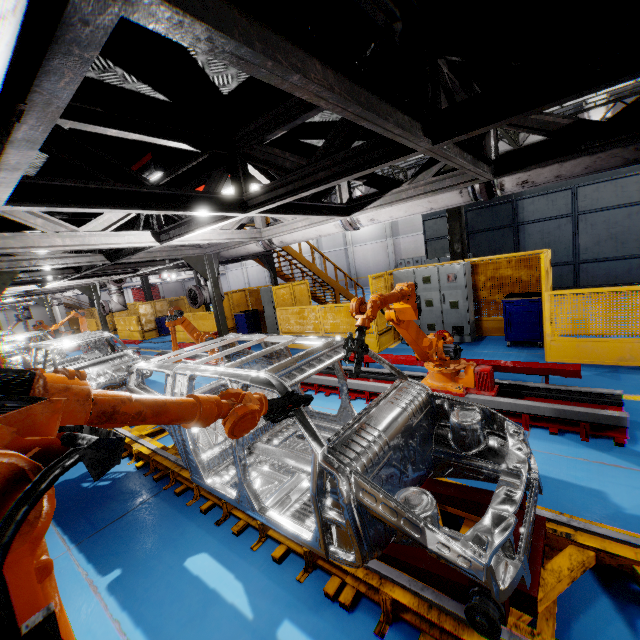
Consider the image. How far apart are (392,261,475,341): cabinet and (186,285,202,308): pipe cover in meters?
5.6

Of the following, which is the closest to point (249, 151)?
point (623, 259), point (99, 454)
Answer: point (99, 454)

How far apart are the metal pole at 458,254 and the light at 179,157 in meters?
8.5 m

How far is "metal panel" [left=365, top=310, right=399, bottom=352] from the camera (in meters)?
9.27

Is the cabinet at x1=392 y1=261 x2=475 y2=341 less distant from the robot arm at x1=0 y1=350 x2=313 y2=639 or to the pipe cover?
the pipe cover

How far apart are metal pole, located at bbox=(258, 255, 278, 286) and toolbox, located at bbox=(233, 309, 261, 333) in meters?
2.5

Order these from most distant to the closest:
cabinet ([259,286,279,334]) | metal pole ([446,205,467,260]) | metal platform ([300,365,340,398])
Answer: cabinet ([259,286,279,334])
metal pole ([446,205,467,260])
metal platform ([300,365,340,398])

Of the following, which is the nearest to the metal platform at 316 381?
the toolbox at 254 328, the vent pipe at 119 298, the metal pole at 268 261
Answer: the metal pole at 268 261
